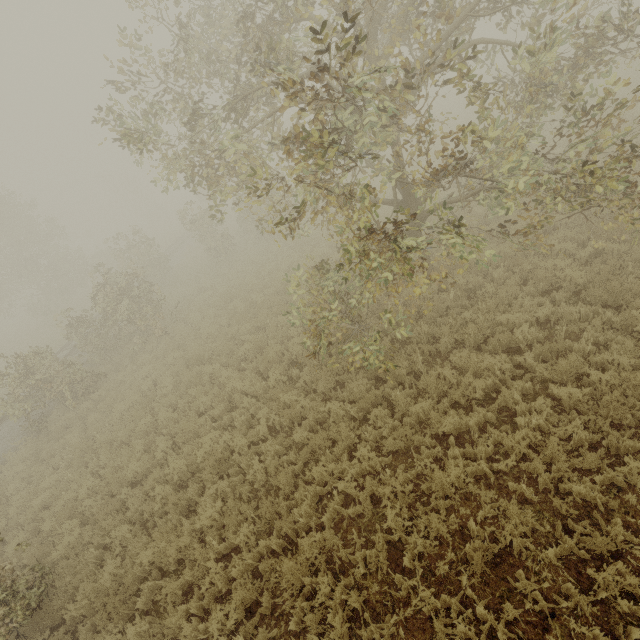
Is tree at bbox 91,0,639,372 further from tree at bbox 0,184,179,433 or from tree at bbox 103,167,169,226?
tree at bbox 103,167,169,226

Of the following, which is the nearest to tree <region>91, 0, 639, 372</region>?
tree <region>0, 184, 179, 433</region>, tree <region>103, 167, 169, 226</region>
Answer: tree <region>0, 184, 179, 433</region>

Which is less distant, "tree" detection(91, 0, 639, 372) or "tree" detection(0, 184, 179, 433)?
"tree" detection(91, 0, 639, 372)

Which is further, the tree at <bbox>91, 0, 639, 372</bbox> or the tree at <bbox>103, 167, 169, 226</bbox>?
the tree at <bbox>103, 167, 169, 226</bbox>

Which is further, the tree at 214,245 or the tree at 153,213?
the tree at 153,213

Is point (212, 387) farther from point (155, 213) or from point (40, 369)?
point (155, 213)

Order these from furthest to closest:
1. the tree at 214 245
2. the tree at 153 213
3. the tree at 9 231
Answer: the tree at 153 213
the tree at 9 231
the tree at 214 245
